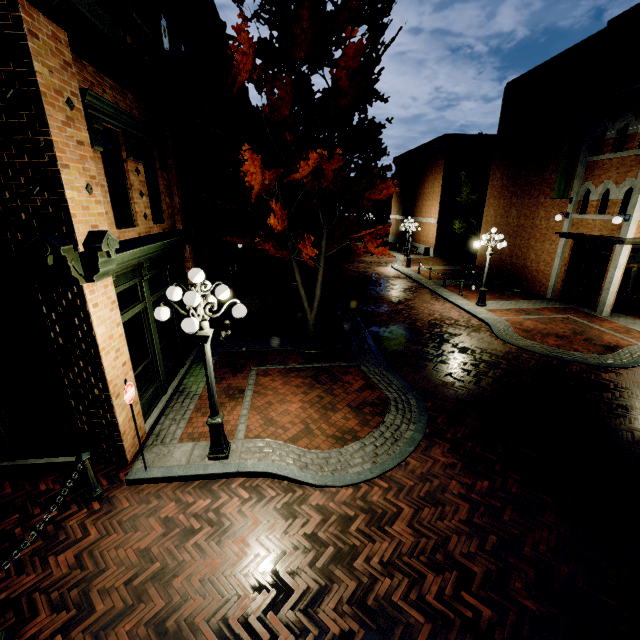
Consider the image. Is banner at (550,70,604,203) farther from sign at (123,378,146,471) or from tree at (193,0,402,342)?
sign at (123,378,146,471)

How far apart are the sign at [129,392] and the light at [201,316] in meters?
1.1

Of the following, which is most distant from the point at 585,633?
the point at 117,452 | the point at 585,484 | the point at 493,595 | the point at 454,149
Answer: the point at 454,149

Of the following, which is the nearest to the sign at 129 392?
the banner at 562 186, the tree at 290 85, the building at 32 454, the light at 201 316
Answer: the building at 32 454

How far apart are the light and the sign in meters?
1.1 m

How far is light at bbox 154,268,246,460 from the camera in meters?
4.9

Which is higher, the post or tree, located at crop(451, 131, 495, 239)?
tree, located at crop(451, 131, 495, 239)

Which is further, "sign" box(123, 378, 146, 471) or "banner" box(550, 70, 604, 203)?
"banner" box(550, 70, 604, 203)
